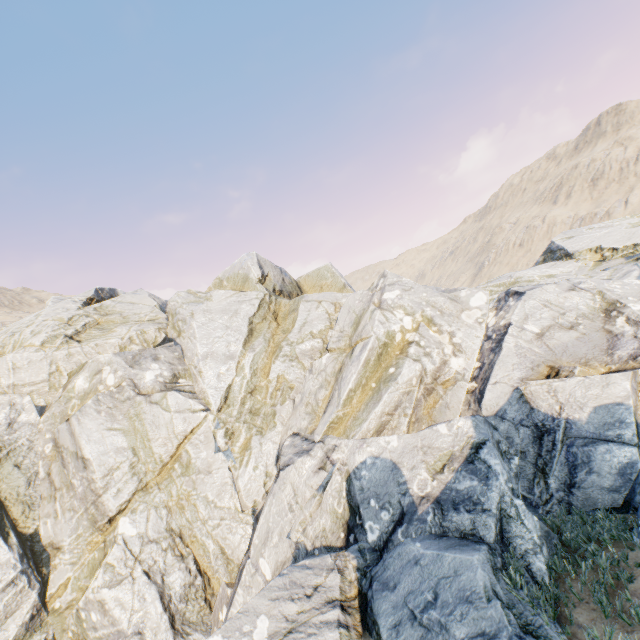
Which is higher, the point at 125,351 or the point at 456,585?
the point at 125,351
